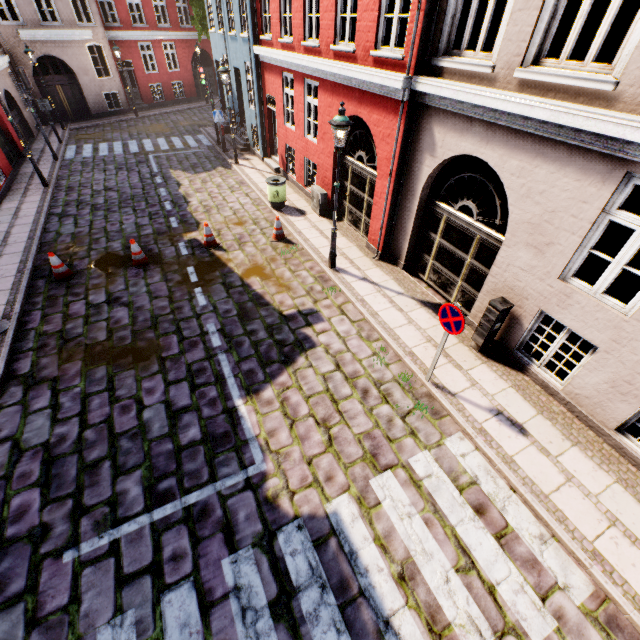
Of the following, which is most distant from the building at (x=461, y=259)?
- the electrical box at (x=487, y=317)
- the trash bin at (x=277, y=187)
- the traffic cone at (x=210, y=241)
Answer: the traffic cone at (x=210, y=241)

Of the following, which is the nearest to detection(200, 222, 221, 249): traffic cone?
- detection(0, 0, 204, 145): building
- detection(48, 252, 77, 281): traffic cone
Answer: detection(48, 252, 77, 281): traffic cone

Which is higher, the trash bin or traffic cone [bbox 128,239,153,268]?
the trash bin

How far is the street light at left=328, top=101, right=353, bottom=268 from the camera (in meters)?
6.68

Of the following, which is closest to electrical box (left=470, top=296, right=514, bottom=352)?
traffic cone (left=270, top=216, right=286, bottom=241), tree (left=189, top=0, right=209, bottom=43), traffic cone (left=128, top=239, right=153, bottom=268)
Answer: traffic cone (left=270, top=216, right=286, bottom=241)

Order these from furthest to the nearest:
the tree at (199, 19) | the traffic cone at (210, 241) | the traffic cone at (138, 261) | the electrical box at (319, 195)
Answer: the tree at (199, 19) → the electrical box at (319, 195) → the traffic cone at (210, 241) → the traffic cone at (138, 261)

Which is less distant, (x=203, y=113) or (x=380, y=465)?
(x=380, y=465)

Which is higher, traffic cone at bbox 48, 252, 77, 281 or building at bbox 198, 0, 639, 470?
building at bbox 198, 0, 639, 470
